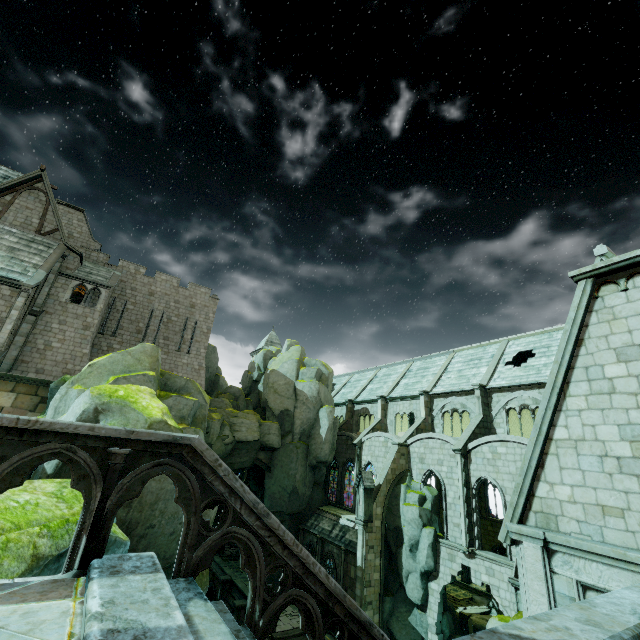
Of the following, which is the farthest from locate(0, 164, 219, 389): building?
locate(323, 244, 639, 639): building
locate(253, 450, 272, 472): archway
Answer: locate(323, 244, 639, 639): building

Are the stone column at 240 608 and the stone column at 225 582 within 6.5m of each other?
yes

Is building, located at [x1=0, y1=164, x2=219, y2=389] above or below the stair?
above

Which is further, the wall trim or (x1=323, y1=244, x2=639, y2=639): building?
the wall trim

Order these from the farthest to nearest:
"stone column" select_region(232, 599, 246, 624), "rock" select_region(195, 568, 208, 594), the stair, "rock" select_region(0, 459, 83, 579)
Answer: "stone column" select_region(232, 599, 246, 624) < the stair < "rock" select_region(195, 568, 208, 594) < "rock" select_region(0, 459, 83, 579)

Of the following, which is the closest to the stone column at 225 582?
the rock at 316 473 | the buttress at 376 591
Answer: the rock at 316 473

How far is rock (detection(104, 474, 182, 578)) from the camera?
6.6m

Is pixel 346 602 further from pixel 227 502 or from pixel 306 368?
pixel 306 368
